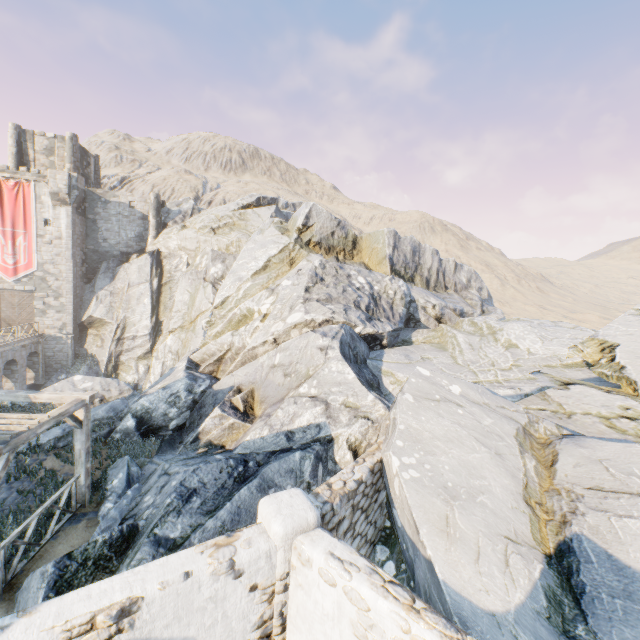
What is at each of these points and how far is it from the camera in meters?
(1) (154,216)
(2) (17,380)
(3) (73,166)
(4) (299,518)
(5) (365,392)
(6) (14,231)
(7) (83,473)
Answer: (1) chimney, 33.3
(2) bridge support, 26.8
(3) chimney, 32.8
(4) stone column, 4.3
(5) rock, 8.8
(6) flag, 28.3
(7) awning, 8.4

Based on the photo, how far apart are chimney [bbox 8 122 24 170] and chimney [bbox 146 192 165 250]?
11.9m

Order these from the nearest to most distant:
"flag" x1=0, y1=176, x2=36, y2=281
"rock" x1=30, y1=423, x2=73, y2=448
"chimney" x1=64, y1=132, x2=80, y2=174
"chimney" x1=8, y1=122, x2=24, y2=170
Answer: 1. "rock" x1=30, y1=423, x2=73, y2=448
2. "flag" x1=0, y1=176, x2=36, y2=281
3. "chimney" x1=8, y1=122, x2=24, y2=170
4. "chimney" x1=64, y1=132, x2=80, y2=174

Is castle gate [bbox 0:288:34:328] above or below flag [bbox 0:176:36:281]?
below

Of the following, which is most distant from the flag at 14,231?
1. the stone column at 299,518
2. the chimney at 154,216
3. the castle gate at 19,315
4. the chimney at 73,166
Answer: the stone column at 299,518

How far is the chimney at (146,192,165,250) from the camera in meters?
33.2 m

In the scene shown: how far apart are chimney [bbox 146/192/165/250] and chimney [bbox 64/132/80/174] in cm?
734

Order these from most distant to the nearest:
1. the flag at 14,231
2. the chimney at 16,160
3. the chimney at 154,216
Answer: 1. the chimney at 154,216
2. the chimney at 16,160
3. the flag at 14,231
